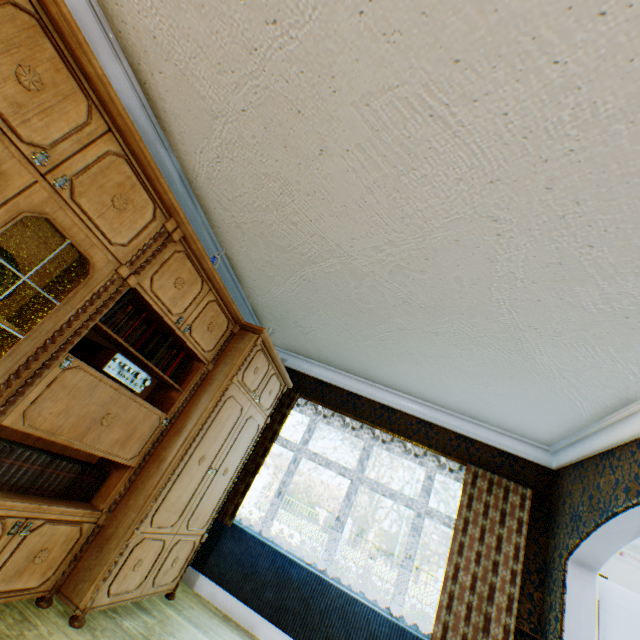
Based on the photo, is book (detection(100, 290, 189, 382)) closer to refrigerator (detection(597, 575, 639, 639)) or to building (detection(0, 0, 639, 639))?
building (detection(0, 0, 639, 639))

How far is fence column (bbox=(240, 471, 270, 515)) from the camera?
18.73m

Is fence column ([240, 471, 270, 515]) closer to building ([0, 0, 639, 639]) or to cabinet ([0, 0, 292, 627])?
building ([0, 0, 639, 639])

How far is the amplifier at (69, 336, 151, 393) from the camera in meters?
2.2 m

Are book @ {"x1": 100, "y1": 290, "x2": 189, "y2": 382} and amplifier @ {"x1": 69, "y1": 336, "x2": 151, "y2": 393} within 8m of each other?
yes

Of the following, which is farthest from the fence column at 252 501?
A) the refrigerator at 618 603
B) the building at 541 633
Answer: the refrigerator at 618 603

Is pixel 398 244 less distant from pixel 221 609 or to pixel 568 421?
pixel 568 421

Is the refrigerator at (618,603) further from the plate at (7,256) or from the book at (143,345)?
the plate at (7,256)
